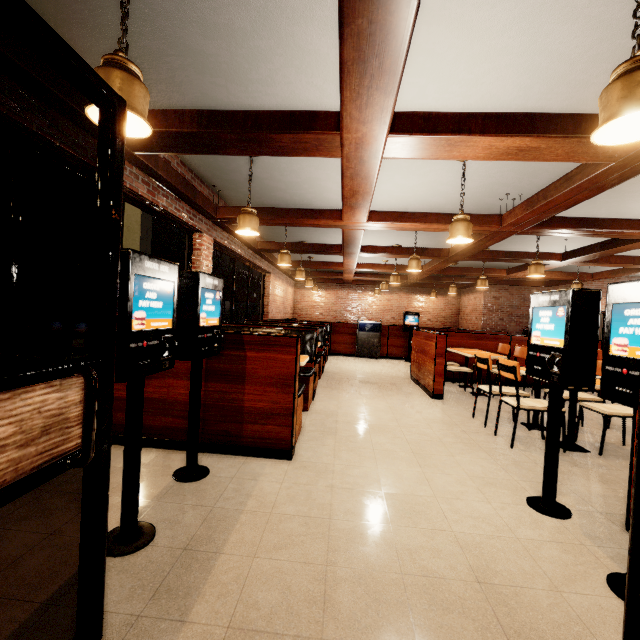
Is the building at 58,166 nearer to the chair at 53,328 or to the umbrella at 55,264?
the umbrella at 55,264

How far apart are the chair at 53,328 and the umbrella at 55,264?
0.8m

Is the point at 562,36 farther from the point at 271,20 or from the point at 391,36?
the point at 271,20

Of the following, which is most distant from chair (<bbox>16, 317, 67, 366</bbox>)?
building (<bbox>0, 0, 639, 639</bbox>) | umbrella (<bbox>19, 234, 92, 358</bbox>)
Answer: building (<bbox>0, 0, 639, 639</bbox>)

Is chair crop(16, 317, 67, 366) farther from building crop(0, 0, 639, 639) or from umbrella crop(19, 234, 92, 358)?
building crop(0, 0, 639, 639)

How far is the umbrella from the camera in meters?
3.7 m

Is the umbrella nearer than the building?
No

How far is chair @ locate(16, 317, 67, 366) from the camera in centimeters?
488cm
